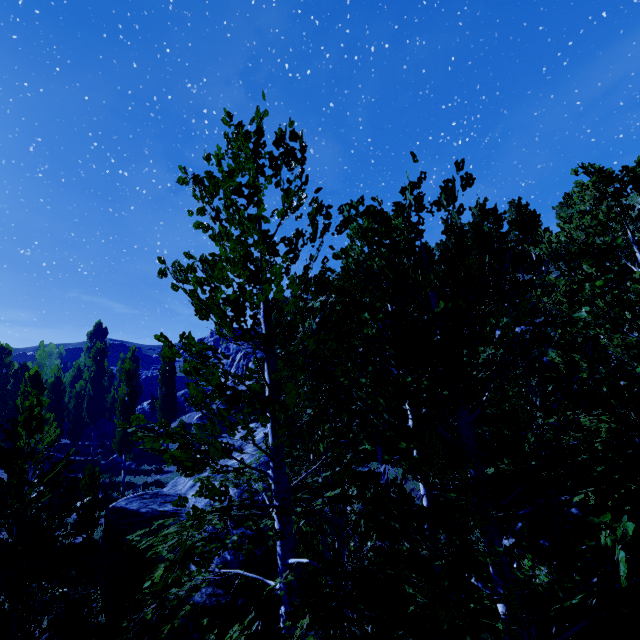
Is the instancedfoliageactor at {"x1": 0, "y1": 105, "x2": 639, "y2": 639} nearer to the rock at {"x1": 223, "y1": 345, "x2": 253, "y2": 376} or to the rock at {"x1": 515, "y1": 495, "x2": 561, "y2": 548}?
the rock at {"x1": 223, "y1": 345, "x2": 253, "y2": 376}

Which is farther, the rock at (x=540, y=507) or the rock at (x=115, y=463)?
the rock at (x=115, y=463)

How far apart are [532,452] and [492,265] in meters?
23.5

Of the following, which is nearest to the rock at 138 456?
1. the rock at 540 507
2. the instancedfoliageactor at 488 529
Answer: the instancedfoliageactor at 488 529

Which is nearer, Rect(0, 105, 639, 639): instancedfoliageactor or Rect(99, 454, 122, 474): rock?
Rect(0, 105, 639, 639): instancedfoliageactor

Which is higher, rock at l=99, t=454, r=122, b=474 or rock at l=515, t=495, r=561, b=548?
rock at l=99, t=454, r=122, b=474
